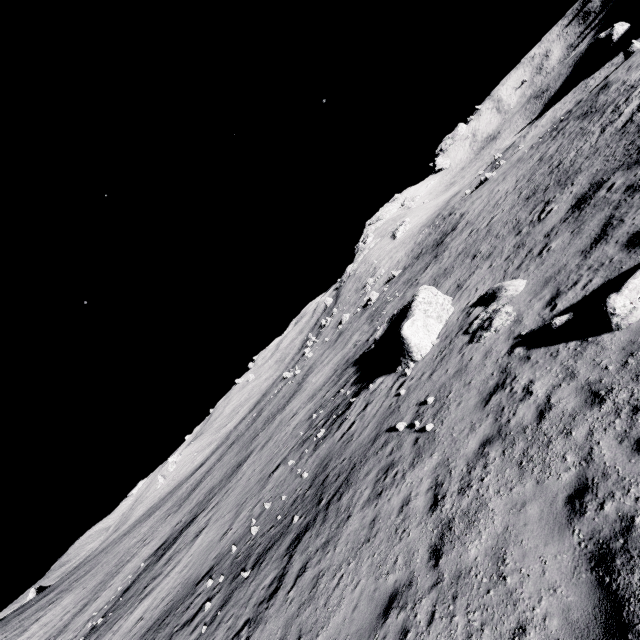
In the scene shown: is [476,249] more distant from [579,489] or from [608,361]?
[579,489]

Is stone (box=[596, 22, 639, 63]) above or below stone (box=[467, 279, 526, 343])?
above

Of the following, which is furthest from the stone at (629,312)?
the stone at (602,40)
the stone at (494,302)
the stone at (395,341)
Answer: the stone at (602,40)

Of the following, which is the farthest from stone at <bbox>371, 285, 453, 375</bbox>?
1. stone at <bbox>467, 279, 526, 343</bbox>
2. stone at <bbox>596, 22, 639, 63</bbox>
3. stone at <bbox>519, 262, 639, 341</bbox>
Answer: stone at <bbox>596, 22, 639, 63</bbox>

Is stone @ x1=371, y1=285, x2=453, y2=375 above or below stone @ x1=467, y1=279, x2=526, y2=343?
above

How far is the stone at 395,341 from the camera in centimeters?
1585cm

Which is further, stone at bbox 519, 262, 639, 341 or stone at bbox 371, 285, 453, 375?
stone at bbox 371, 285, 453, 375
